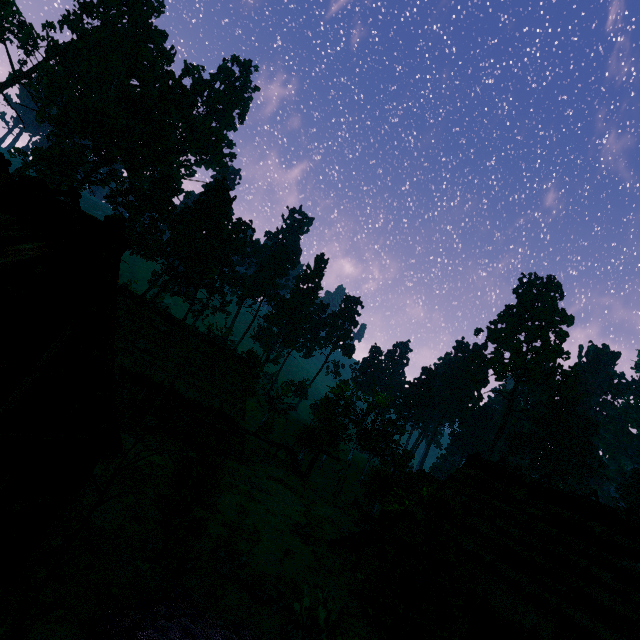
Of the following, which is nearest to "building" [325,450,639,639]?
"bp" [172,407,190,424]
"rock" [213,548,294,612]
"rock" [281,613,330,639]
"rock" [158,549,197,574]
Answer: "bp" [172,407,190,424]

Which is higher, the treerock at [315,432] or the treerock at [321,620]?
the treerock at [315,432]

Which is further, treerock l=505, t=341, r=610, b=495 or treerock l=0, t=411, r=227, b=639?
treerock l=505, t=341, r=610, b=495

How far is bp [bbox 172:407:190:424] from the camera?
23.3 meters

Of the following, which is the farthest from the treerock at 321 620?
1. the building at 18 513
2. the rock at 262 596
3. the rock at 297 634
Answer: the rock at 262 596

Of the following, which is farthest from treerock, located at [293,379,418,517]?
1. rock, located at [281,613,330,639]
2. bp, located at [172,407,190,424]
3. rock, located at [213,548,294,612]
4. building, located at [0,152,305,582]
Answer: bp, located at [172,407,190,424]

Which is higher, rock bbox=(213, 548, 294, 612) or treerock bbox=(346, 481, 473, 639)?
treerock bbox=(346, 481, 473, 639)

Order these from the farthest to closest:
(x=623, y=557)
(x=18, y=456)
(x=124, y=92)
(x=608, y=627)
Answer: (x=124, y=92)
(x=623, y=557)
(x=608, y=627)
(x=18, y=456)
